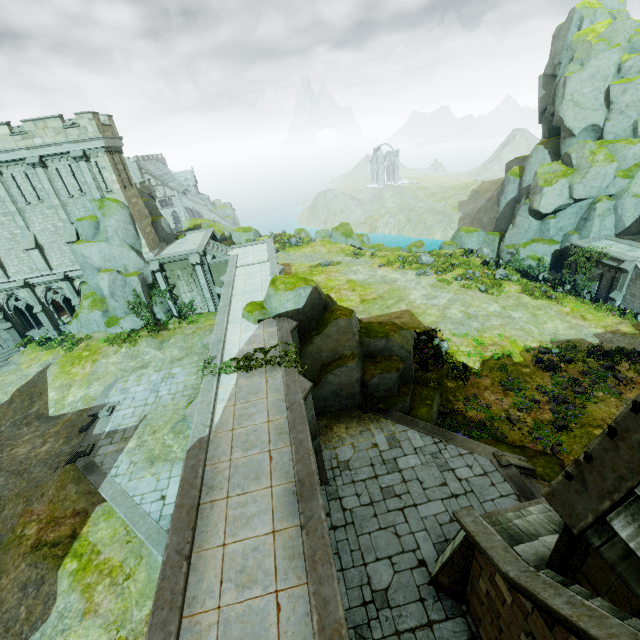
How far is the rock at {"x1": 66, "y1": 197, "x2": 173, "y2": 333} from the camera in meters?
25.5

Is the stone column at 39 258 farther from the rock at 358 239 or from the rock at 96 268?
the rock at 358 239

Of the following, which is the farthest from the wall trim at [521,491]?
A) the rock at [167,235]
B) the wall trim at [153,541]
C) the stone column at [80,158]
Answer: the stone column at [80,158]

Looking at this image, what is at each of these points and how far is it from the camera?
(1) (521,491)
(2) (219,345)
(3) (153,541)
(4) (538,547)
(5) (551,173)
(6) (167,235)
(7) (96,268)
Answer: (1) wall trim, 13.1m
(2) bridge, 16.4m
(3) wall trim, 13.3m
(4) building, 7.6m
(5) rock, 29.4m
(6) rock, 31.6m
(7) rock, 26.0m

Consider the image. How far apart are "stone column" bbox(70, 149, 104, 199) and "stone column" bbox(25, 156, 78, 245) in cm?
202

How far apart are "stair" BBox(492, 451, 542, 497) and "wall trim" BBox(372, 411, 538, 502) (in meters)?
0.01

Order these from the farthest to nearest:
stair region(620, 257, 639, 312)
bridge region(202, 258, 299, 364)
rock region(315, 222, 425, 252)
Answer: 1. rock region(315, 222, 425, 252)
2. stair region(620, 257, 639, 312)
3. bridge region(202, 258, 299, 364)

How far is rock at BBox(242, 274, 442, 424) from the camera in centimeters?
1752cm
